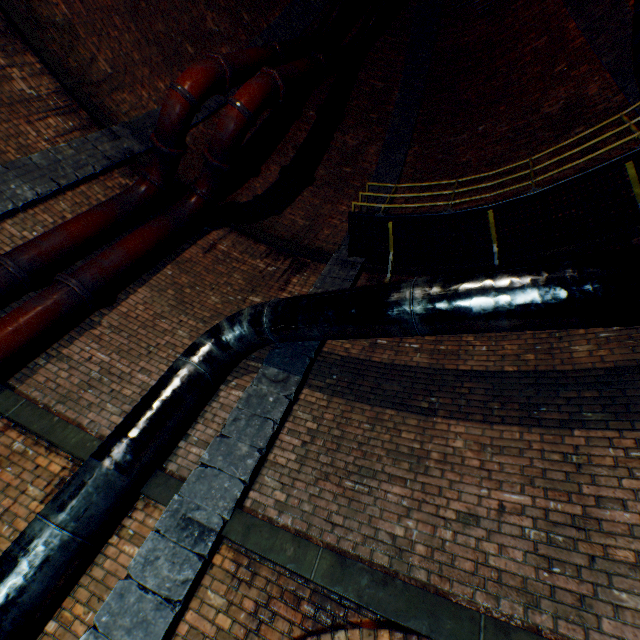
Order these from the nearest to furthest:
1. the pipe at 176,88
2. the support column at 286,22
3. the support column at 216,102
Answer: the pipe at 176,88 → the support column at 216,102 → the support column at 286,22

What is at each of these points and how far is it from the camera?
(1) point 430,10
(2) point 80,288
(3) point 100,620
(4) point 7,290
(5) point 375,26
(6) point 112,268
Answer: (1) support column, 8.5 meters
(2) pipe end, 4.5 meters
(3) support column, 2.8 meters
(4) pipe, 4.4 meters
(5) pipe, 8.7 meters
(6) pipe, 4.9 meters

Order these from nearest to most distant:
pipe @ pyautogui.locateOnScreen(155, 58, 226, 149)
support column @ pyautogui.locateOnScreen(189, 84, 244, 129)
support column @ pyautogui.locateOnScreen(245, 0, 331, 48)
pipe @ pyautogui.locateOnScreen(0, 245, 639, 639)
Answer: pipe @ pyautogui.locateOnScreen(0, 245, 639, 639) < pipe @ pyautogui.locateOnScreen(155, 58, 226, 149) < support column @ pyautogui.locateOnScreen(189, 84, 244, 129) < support column @ pyautogui.locateOnScreen(245, 0, 331, 48)

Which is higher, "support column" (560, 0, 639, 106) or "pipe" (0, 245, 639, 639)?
"support column" (560, 0, 639, 106)

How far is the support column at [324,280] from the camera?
6.0m

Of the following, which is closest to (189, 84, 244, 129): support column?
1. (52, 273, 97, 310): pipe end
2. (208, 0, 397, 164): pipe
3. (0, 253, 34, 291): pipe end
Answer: (0, 253, 34, 291): pipe end

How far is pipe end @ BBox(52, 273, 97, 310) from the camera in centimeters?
446cm

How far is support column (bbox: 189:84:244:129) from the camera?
7.94m
